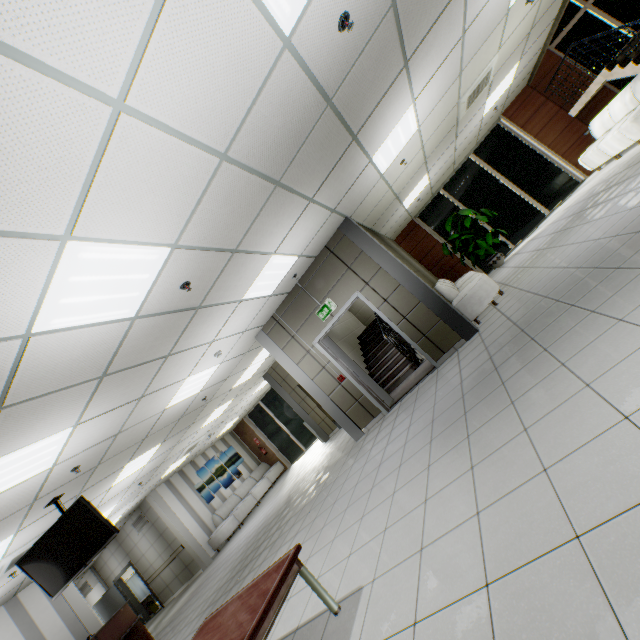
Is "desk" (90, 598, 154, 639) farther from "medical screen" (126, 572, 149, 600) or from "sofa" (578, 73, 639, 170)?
"sofa" (578, 73, 639, 170)

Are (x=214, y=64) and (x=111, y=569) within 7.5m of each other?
no

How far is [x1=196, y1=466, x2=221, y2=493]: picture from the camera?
13.35m

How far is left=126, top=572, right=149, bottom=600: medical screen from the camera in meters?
15.4 m

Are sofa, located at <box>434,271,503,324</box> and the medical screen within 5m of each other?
no

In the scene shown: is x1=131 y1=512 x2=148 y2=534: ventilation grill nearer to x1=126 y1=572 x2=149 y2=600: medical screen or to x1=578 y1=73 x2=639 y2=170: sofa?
x1=126 y1=572 x2=149 y2=600: medical screen

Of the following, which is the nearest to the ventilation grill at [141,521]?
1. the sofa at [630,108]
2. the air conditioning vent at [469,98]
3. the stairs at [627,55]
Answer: the air conditioning vent at [469,98]

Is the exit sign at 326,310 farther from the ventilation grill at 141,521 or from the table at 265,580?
the ventilation grill at 141,521
